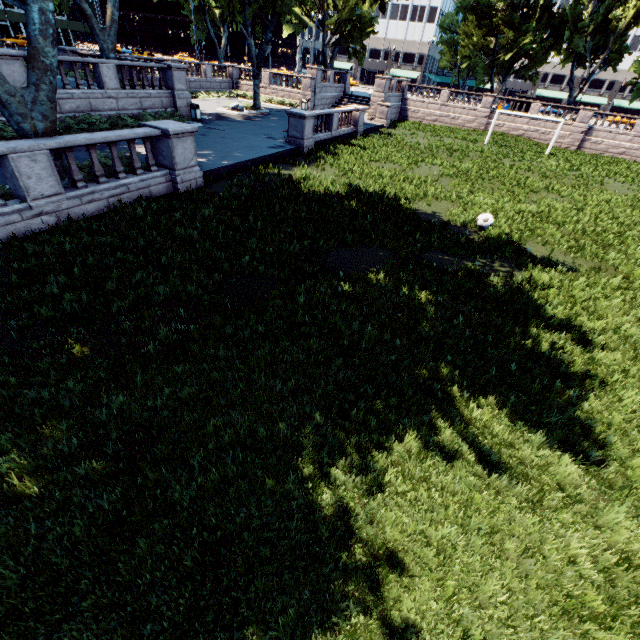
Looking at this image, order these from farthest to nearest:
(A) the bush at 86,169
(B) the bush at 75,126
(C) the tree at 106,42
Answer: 1. (C) the tree at 106,42
2. (B) the bush at 75,126
3. (A) the bush at 86,169

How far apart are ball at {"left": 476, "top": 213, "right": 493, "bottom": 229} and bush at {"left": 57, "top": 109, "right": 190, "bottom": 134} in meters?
19.0

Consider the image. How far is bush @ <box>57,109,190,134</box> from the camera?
16.0m

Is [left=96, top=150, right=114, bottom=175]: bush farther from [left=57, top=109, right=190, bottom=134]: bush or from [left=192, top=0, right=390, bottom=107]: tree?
[left=57, top=109, right=190, bottom=134]: bush

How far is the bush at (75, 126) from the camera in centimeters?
1605cm

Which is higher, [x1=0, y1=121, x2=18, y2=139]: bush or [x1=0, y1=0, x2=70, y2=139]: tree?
[x1=0, y1=0, x2=70, y2=139]: tree

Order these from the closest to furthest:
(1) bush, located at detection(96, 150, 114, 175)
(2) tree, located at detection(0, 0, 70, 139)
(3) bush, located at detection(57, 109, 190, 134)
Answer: (2) tree, located at detection(0, 0, 70, 139) < (1) bush, located at detection(96, 150, 114, 175) < (3) bush, located at detection(57, 109, 190, 134)

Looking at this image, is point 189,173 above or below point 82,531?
above
